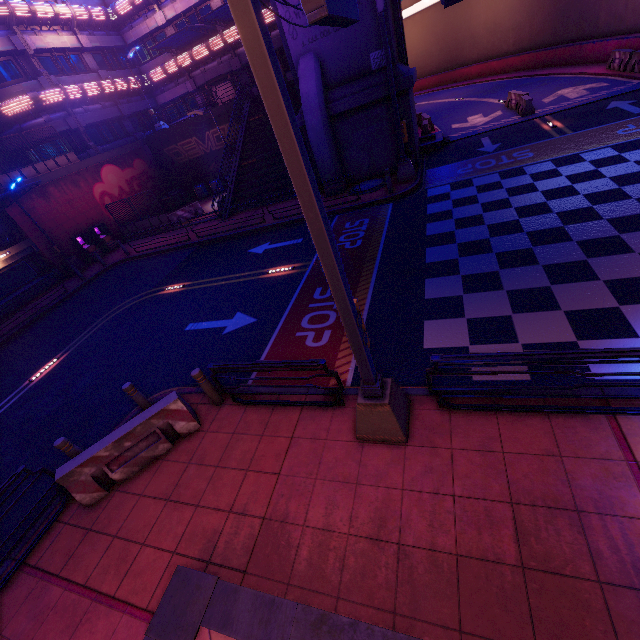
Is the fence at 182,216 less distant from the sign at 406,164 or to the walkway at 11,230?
the walkway at 11,230

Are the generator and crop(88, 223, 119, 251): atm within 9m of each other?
yes

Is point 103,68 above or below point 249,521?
above

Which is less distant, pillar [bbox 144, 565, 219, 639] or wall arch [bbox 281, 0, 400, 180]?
pillar [bbox 144, 565, 219, 639]

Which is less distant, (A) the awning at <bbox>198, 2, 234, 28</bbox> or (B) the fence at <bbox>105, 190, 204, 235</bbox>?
(A) the awning at <bbox>198, 2, 234, 28</bbox>

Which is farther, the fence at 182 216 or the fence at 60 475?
the fence at 182 216

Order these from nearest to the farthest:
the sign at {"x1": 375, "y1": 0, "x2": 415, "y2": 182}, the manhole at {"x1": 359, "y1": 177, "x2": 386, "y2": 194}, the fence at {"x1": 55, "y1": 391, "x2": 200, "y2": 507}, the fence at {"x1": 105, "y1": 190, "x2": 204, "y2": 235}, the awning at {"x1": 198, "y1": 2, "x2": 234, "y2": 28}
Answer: the fence at {"x1": 55, "y1": 391, "x2": 200, "y2": 507} → the sign at {"x1": 375, "y1": 0, "x2": 415, "y2": 182} → the manhole at {"x1": 359, "y1": 177, "x2": 386, "y2": 194} → the awning at {"x1": 198, "y1": 2, "x2": 234, "y2": 28} → the fence at {"x1": 105, "y1": 190, "x2": 204, "y2": 235}

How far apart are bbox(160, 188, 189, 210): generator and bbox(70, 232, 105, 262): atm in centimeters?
803cm
